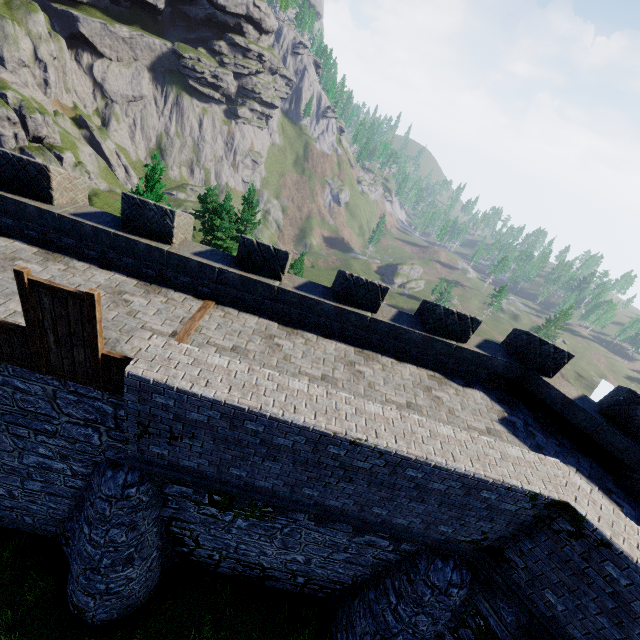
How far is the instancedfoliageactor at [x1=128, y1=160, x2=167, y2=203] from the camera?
15.0 meters

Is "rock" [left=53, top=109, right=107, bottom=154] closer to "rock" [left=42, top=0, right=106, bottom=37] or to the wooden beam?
"rock" [left=42, top=0, right=106, bottom=37]

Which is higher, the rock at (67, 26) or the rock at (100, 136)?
the rock at (67, 26)

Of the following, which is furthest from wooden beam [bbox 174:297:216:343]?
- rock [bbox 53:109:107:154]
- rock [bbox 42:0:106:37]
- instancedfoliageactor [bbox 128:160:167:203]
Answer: rock [bbox 42:0:106:37]

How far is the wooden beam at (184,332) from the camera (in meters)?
7.33

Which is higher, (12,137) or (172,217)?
(172,217)

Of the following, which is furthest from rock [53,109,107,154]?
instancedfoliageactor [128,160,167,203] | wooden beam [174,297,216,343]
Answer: wooden beam [174,297,216,343]
